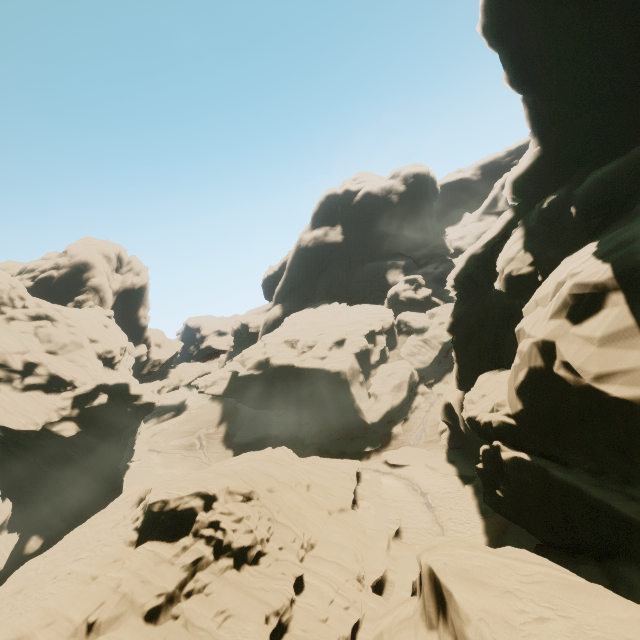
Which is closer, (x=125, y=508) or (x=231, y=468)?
(x=125, y=508)
